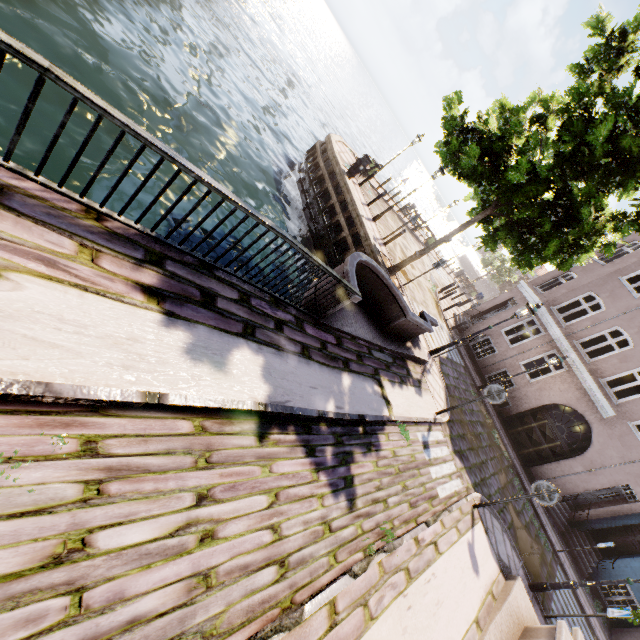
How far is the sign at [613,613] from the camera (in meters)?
7.54

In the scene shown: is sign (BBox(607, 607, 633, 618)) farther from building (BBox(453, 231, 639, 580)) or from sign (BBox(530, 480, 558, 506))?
building (BBox(453, 231, 639, 580))

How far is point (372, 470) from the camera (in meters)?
5.64

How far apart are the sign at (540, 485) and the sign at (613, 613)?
3.32m

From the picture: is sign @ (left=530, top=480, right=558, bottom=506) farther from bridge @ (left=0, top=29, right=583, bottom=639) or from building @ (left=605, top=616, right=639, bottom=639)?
building @ (left=605, top=616, right=639, bottom=639)

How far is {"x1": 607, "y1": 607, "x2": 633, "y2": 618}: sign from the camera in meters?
7.5 m

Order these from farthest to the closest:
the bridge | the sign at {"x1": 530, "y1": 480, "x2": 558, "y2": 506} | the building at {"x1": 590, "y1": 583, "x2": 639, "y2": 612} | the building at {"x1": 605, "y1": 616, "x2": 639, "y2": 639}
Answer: the building at {"x1": 590, "y1": 583, "x2": 639, "y2": 612}
the building at {"x1": 605, "y1": 616, "x2": 639, "y2": 639}
the sign at {"x1": 530, "y1": 480, "x2": 558, "y2": 506}
the bridge

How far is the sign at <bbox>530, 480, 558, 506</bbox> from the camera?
7.31m
